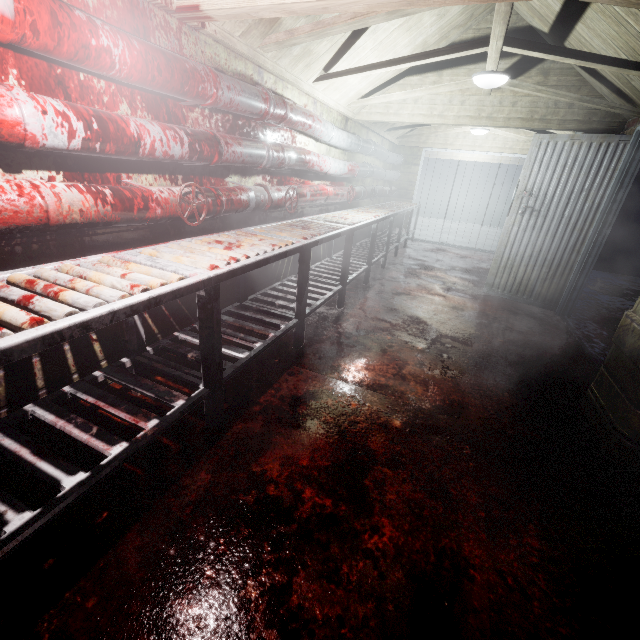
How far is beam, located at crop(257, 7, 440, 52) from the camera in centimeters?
198cm

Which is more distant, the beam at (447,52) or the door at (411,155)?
the door at (411,155)

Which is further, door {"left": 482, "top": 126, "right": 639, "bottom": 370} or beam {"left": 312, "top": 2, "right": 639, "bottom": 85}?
door {"left": 482, "top": 126, "right": 639, "bottom": 370}

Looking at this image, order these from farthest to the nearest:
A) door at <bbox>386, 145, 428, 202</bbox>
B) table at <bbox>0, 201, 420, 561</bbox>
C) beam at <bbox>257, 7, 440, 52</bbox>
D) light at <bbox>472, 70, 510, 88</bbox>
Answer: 1. door at <bbox>386, 145, 428, 202</bbox>
2. light at <bbox>472, 70, 510, 88</bbox>
3. beam at <bbox>257, 7, 440, 52</bbox>
4. table at <bbox>0, 201, 420, 561</bbox>

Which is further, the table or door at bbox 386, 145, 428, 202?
door at bbox 386, 145, 428, 202

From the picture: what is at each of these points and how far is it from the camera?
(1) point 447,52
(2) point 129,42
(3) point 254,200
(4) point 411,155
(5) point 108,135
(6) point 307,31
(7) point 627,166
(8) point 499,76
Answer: (1) beam, 2.63m
(2) pipe, 1.42m
(3) pipe, 2.51m
(4) door, 7.18m
(5) pipe, 1.42m
(6) beam, 2.15m
(7) door, 3.17m
(8) light, 2.95m

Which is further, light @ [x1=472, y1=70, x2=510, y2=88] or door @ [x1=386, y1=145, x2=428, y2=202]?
door @ [x1=386, y1=145, x2=428, y2=202]

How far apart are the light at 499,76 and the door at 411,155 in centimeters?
407cm
